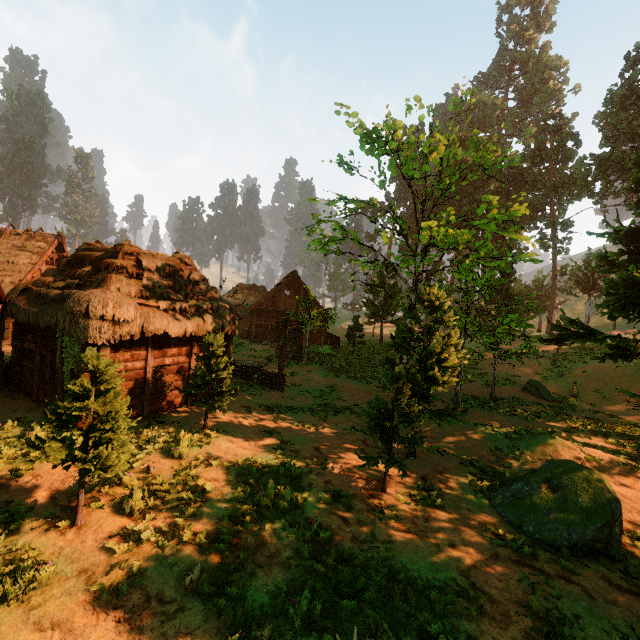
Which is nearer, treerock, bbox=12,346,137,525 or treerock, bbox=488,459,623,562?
treerock, bbox=12,346,137,525

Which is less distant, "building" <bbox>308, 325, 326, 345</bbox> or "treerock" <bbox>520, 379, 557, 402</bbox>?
"treerock" <bbox>520, 379, 557, 402</bbox>

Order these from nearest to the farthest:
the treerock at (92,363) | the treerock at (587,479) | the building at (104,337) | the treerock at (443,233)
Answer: the treerock at (92,363) → the treerock at (587,479) → the building at (104,337) → the treerock at (443,233)

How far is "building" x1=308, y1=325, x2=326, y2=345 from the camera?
35.8 meters

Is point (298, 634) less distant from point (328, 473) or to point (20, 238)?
point (328, 473)

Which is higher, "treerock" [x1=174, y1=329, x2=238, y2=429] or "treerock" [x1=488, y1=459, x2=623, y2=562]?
"treerock" [x1=174, y1=329, x2=238, y2=429]

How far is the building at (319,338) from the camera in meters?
35.8

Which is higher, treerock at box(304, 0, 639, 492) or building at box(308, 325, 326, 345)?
treerock at box(304, 0, 639, 492)
